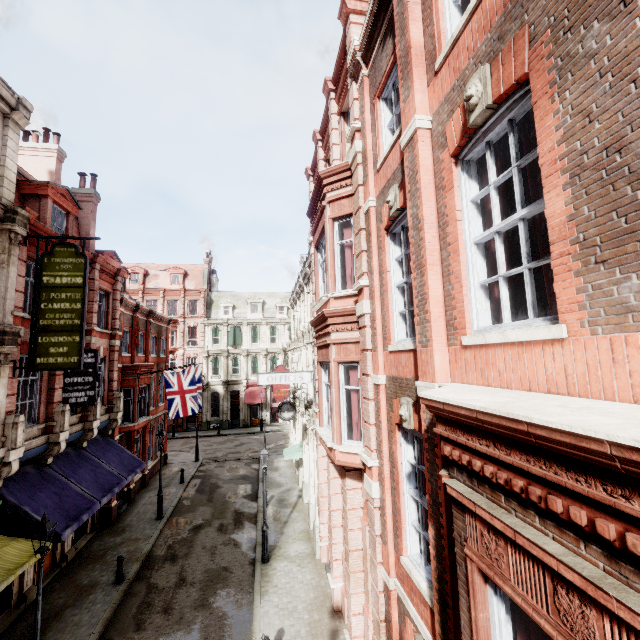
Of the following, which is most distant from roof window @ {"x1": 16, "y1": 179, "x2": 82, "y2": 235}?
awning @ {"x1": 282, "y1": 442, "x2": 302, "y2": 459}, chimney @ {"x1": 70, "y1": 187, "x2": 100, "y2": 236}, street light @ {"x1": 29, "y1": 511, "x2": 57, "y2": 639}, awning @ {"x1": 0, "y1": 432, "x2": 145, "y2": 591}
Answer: awning @ {"x1": 282, "y1": 442, "x2": 302, "y2": 459}

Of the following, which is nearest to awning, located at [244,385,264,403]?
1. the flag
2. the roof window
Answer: the flag

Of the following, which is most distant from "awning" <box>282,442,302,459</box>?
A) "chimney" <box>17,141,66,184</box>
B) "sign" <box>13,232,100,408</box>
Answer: "chimney" <box>17,141,66,184</box>

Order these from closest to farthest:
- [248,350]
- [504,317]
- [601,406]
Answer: [601,406], [504,317], [248,350]

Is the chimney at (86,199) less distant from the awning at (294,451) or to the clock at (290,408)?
Answer: the clock at (290,408)

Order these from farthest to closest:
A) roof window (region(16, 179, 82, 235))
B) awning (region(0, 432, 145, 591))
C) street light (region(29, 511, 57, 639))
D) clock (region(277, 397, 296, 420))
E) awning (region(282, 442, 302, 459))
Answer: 1. awning (region(282, 442, 302, 459))
2. clock (region(277, 397, 296, 420))
3. roof window (region(16, 179, 82, 235))
4. awning (region(0, 432, 145, 591))
5. street light (region(29, 511, 57, 639))

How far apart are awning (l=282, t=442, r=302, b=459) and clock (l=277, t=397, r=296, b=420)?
4.06m

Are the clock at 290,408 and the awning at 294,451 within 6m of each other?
yes
